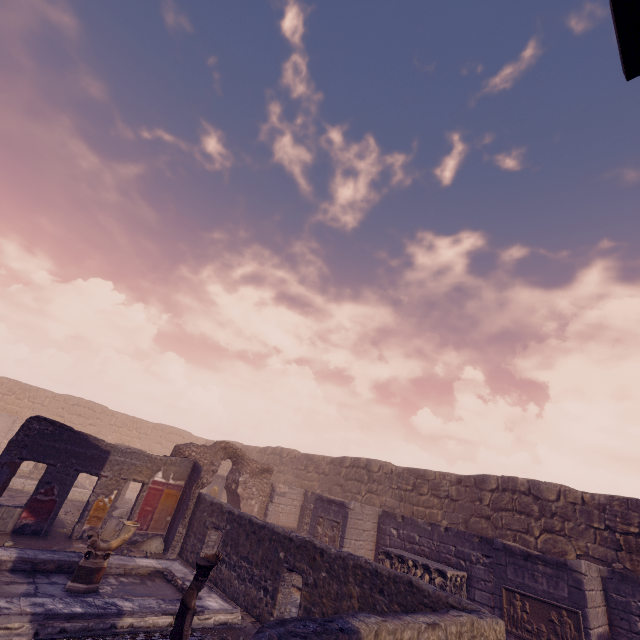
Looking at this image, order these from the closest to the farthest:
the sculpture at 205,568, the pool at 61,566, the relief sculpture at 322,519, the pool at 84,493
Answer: the sculpture at 205,568 < the pool at 61,566 < the relief sculpture at 322,519 < the pool at 84,493

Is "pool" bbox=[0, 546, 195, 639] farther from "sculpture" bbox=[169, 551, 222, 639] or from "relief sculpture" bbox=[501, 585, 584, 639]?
"relief sculpture" bbox=[501, 585, 584, 639]

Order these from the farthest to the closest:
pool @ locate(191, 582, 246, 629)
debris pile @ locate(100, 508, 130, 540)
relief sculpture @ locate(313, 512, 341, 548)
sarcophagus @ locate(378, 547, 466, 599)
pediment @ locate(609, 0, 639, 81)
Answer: relief sculpture @ locate(313, 512, 341, 548) → debris pile @ locate(100, 508, 130, 540) → sarcophagus @ locate(378, 547, 466, 599) → pool @ locate(191, 582, 246, 629) → pediment @ locate(609, 0, 639, 81)

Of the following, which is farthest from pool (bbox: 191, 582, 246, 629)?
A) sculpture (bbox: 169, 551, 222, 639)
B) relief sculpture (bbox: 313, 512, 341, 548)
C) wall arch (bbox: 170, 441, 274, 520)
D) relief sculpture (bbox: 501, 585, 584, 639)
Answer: relief sculpture (bbox: 501, 585, 584, 639)

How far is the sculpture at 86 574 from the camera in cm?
663

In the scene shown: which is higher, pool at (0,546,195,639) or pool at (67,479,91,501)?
pool at (67,479,91,501)

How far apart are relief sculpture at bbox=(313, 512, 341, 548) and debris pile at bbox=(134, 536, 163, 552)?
5.2m

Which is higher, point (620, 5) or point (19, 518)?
point (620, 5)
